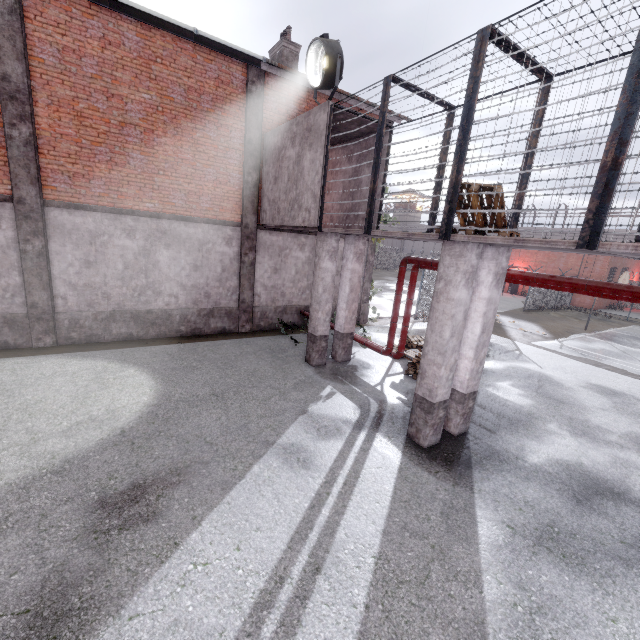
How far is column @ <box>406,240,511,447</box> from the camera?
5.7 meters

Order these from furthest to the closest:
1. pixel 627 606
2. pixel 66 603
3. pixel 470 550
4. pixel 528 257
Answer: pixel 528 257 < pixel 470 550 < pixel 627 606 < pixel 66 603

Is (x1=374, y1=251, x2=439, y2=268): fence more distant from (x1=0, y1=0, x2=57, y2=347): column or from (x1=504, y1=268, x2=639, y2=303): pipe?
(x1=0, y1=0, x2=57, y2=347): column

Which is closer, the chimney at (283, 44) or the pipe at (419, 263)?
the pipe at (419, 263)

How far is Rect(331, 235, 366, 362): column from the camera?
9.6m

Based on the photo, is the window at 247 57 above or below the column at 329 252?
above

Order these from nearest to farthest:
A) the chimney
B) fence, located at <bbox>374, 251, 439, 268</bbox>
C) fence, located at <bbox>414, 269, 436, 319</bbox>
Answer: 1. the chimney
2. fence, located at <bbox>414, 269, 436, 319</bbox>
3. fence, located at <bbox>374, 251, 439, 268</bbox>

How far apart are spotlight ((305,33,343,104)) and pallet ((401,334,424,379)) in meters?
7.2
